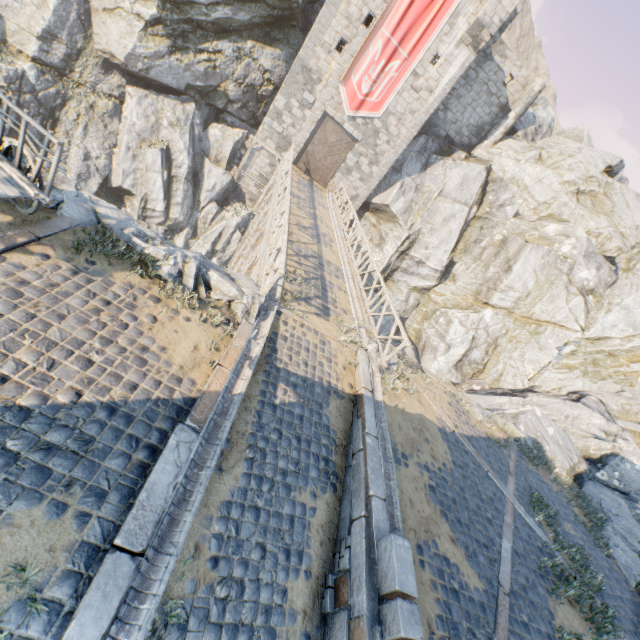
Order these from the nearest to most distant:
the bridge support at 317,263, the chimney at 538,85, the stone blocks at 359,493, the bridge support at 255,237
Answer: the stone blocks at 359,493, the bridge support at 317,263, the bridge support at 255,237, the chimney at 538,85

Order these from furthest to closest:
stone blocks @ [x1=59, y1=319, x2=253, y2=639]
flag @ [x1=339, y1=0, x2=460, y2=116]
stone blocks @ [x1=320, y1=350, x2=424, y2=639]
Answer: flag @ [x1=339, y1=0, x2=460, y2=116] < stone blocks @ [x1=320, y1=350, x2=424, y2=639] < stone blocks @ [x1=59, y1=319, x2=253, y2=639]

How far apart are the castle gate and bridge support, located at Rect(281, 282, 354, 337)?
16.8 meters

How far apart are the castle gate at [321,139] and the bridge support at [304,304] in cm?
1678

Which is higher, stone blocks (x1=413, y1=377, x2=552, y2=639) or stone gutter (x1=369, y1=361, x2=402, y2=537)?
stone gutter (x1=369, y1=361, x2=402, y2=537)

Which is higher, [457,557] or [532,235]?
[532,235]

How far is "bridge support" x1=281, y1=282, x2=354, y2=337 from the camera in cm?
944

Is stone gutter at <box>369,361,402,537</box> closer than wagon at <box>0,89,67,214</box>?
No
